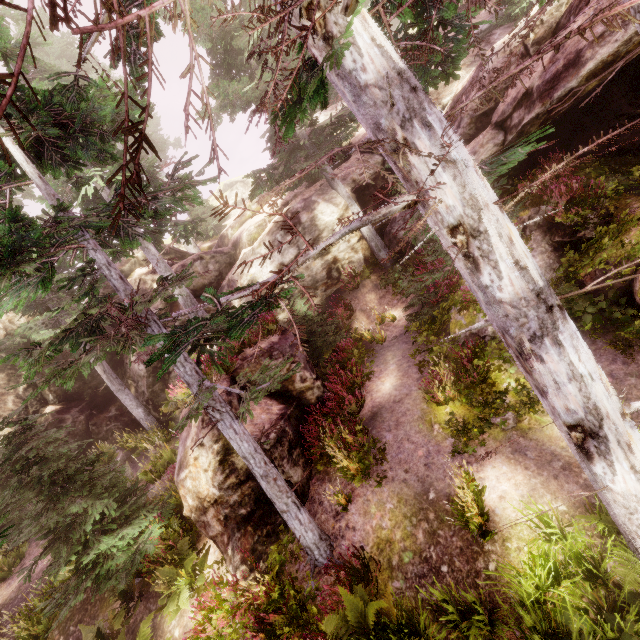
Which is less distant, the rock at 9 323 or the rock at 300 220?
the rock at 300 220

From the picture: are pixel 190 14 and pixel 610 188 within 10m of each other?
no

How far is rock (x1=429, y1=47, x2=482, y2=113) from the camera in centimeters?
1294cm

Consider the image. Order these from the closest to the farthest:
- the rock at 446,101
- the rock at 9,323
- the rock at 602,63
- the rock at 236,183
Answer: the rock at 602,63 → the rock at 446,101 → the rock at 9,323 → the rock at 236,183

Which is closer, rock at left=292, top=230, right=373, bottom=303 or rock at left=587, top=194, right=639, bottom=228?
rock at left=587, top=194, right=639, bottom=228

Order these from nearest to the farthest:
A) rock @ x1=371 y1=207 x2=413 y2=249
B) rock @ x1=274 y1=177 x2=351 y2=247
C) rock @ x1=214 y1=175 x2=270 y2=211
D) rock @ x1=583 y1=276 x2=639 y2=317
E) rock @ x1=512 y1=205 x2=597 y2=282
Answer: rock @ x1=583 y1=276 x2=639 y2=317 → rock @ x1=512 y1=205 x2=597 y2=282 → rock @ x1=371 y1=207 x2=413 y2=249 → rock @ x1=274 y1=177 x2=351 y2=247 → rock @ x1=214 y1=175 x2=270 y2=211
